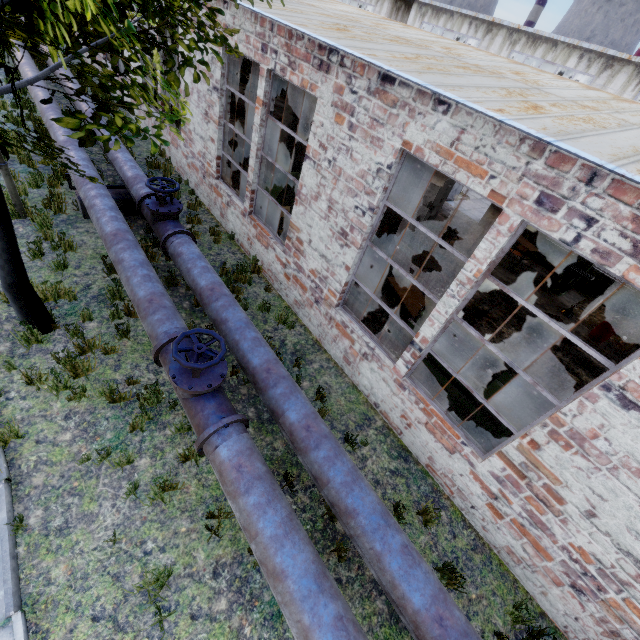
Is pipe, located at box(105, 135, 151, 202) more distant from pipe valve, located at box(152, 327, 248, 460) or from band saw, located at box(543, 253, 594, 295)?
band saw, located at box(543, 253, 594, 295)

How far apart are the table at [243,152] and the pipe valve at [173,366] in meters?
10.4

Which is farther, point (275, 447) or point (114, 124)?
point (275, 447)

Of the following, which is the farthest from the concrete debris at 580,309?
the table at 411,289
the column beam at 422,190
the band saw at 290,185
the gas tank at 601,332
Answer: the band saw at 290,185

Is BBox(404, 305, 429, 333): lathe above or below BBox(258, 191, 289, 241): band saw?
above

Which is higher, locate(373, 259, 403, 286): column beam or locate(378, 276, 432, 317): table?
locate(378, 276, 432, 317): table

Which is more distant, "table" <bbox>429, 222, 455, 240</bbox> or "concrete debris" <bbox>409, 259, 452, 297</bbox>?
"table" <bbox>429, 222, 455, 240</bbox>

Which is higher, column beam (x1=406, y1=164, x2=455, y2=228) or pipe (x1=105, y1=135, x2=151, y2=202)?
column beam (x1=406, y1=164, x2=455, y2=228)
